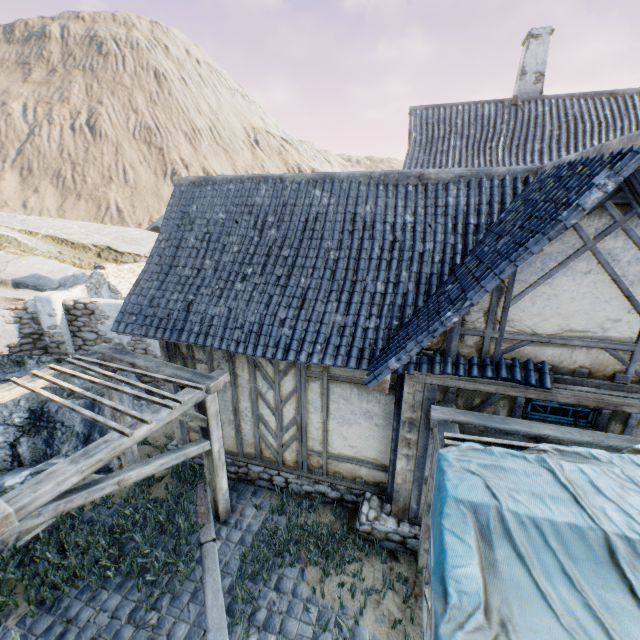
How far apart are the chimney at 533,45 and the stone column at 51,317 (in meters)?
18.49

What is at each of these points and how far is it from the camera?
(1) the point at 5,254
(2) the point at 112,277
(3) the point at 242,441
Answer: (1) rock, 13.05m
(2) stone column, 15.44m
(3) building, 7.03m

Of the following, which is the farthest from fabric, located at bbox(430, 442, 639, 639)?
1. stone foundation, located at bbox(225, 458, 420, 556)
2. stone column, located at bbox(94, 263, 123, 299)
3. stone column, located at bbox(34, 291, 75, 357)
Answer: stone column, located at bbox(94, 263, 123, 299)

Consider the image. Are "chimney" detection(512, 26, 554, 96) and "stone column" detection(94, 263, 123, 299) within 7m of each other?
no

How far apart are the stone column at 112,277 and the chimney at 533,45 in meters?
19.3

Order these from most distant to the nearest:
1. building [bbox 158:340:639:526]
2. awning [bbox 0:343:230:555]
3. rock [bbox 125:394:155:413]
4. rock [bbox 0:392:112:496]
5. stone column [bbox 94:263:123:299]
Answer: stone column [bbox 94:263:123:299]
rock [bbox 125:394:155:413]
rock [bbox 0:392:112:496]
building [bbox 158:340:639:526]
awning [bbox 0:343:230:555]

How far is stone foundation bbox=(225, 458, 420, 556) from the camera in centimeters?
565cm

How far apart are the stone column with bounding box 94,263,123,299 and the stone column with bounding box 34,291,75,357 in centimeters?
496cm
